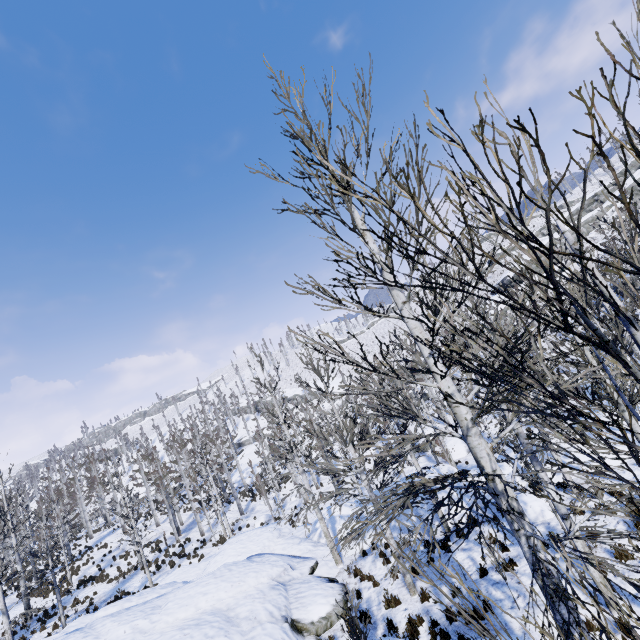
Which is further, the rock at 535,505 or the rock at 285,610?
the rock at 535,505

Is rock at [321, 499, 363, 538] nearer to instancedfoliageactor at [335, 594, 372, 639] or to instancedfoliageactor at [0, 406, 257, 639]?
instancedfoliageactor at [335, 594, 372, 639]

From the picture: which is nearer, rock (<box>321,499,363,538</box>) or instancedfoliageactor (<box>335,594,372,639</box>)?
instancedfoliageactor (<box>335,594,372,639</box>)

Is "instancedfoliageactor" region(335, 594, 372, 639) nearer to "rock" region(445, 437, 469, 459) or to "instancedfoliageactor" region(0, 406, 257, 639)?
"rock" region(445, 437, 469, 459)

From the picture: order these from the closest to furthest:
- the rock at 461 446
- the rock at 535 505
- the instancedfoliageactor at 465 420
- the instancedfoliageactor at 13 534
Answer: the instancedfoliageactor at 465 420
the rock at 535 505
the instancedfoliageactor at 13 534
the rock at 461 446

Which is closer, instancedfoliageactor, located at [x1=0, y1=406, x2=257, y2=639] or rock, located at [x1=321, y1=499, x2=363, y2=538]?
rock, located at [x1=321, y1=499, x2=363, y2=538]

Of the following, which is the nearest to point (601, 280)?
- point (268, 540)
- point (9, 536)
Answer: point (268, 540)
